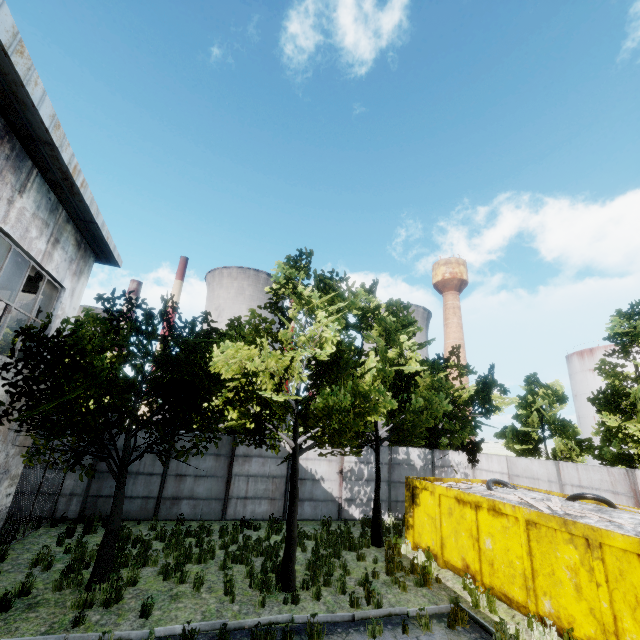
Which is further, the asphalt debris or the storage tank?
the storage tank

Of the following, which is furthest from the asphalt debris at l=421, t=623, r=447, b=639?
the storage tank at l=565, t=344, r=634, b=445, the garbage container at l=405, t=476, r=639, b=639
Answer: the storage tank at l=565, t=344, r=634, b=445

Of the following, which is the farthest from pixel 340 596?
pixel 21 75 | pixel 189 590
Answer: pixel 21 75

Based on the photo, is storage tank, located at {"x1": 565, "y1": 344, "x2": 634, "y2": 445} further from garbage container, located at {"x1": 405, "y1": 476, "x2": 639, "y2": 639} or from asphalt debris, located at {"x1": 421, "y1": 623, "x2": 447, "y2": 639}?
asphalt debris, located at {"x1": 421, "y1": 623, "x2": 447, "y2": 639}

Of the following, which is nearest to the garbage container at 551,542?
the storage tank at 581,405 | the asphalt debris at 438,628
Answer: the asphalt debris at 438,628

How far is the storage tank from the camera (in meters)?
39.84

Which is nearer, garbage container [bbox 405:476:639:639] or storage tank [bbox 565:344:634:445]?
garbage container [bbox 405:476:639:639]
